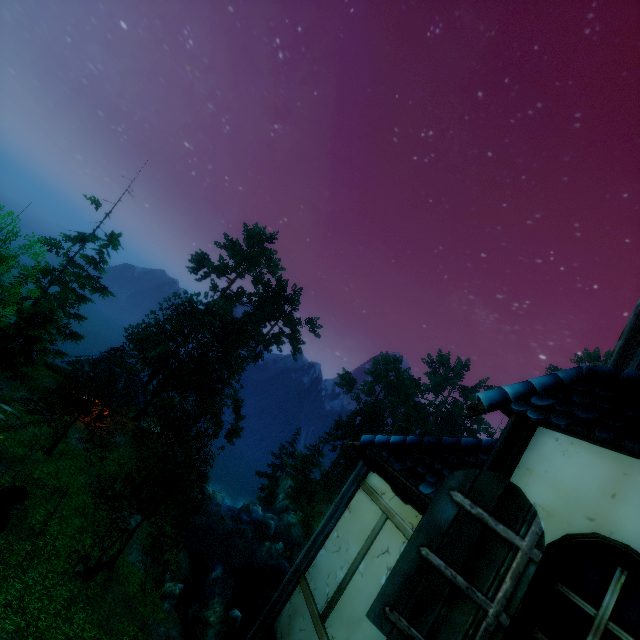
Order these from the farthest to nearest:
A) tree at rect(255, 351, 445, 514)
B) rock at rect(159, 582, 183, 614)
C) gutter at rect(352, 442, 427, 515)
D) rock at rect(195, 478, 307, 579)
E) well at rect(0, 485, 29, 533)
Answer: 1. tree at rect(255, 351, 445, 514)
2. rock at rect(195, 478, 307, 579)
3. rock at rect(159, 582, 183, 614)
4. well at rect(0, 485, 29, 533)
5. gutter at rect(352, 442, 427, 515)

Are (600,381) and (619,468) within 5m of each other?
yes

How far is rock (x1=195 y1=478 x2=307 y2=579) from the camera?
28.0 meters

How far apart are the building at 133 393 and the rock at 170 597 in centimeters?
1320cm

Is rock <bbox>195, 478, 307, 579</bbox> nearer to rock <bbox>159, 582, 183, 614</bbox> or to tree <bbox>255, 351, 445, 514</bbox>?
tree <bbox>255, 351, 445, 514</bbox>

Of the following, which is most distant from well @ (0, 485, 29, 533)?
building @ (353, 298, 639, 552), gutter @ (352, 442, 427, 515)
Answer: gutter @ (352, 442, 427, 515)

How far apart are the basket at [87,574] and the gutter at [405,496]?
17.10m

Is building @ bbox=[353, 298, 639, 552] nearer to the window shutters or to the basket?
the window shutters
